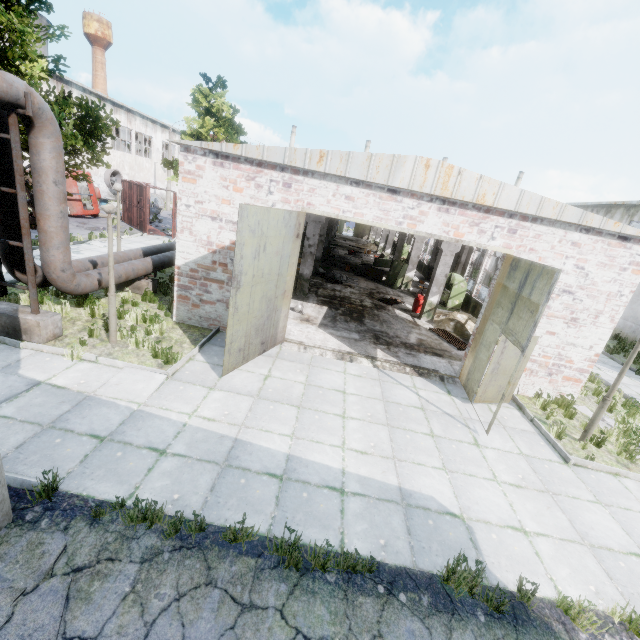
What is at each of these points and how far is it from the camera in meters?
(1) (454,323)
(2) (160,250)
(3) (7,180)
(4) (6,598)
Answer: (1) concrete debris, 14.5
(2) pipe, 13.6
(3) pipe, 7.1
(4) asphalt debris, 3.2

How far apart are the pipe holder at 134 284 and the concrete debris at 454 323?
11.6m

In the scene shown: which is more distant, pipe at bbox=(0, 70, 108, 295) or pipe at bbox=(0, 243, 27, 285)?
pipe at bbox=(0, 243, 27, 285)

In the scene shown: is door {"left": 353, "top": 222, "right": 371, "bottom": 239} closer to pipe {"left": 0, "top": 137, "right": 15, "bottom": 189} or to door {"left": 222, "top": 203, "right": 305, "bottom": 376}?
pipe {"left": 0, "top": 137, "right": 15, "bottom": 189}

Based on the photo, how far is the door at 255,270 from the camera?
6.7m

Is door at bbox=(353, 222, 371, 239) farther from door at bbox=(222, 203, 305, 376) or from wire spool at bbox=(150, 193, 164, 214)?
door at bbox=(222, 203, 305, 376)

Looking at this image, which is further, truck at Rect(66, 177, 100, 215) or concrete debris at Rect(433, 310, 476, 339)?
truck at Rect(66, 177, 100, 215)

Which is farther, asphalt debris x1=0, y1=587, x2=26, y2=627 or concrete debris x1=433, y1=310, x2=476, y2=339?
concrete debris x1=433, y1=310, x2=476, y2=339
